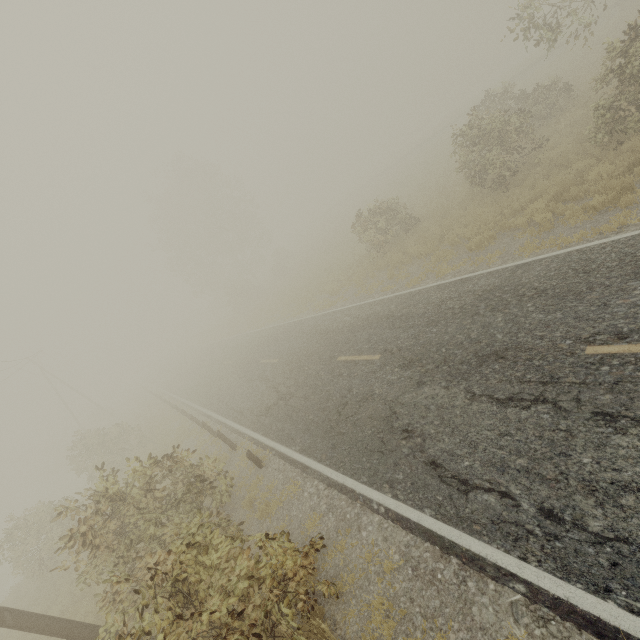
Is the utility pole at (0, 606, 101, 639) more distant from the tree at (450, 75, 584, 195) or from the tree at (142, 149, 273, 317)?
the tree at (142, 149, 273, 317)

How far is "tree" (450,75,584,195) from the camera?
13.2m

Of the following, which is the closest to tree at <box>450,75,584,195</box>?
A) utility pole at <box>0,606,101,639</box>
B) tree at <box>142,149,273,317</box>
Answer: utility pole at <box>0,606,101,639</box>

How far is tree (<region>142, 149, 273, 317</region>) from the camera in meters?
38.7 m

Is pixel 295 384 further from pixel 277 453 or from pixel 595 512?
pixel 595 512

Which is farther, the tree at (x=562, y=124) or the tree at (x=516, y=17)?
the tree at (x=562, y=124)

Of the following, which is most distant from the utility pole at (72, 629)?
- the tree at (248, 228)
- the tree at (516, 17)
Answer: the tree at (248, 228)
